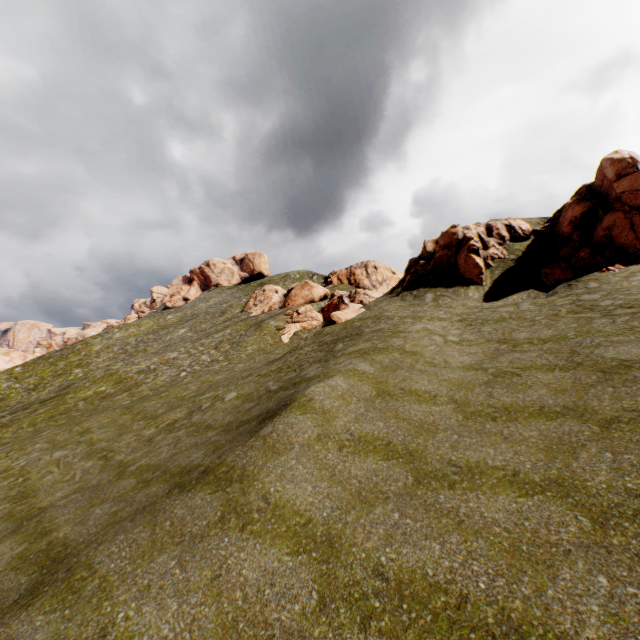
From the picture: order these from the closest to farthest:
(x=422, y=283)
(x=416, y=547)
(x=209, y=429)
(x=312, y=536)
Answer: (x=416, y=547) → (x=312, y=536) → (x=209, y=429) → (x=422, y=283)

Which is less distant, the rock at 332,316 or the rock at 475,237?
the rock at 475,237

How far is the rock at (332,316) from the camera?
26.7 meters

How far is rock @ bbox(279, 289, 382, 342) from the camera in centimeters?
2672cm

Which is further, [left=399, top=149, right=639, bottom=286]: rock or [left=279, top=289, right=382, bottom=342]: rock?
[left=279, top=289, right=382, bottom=342]: rock
